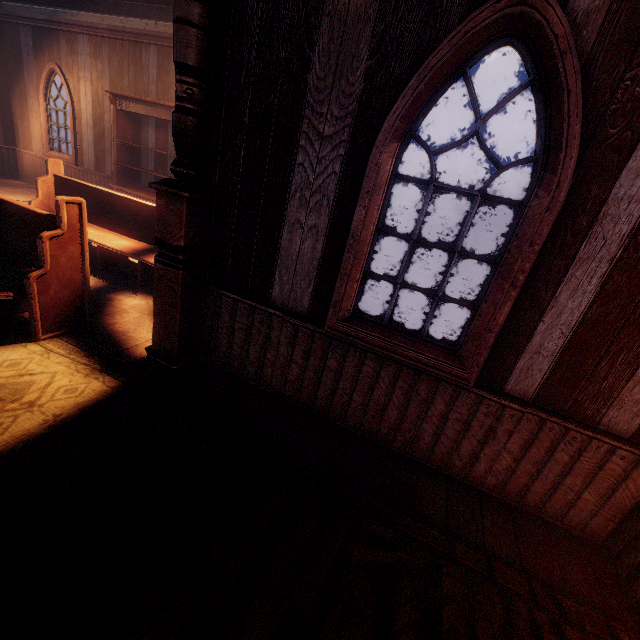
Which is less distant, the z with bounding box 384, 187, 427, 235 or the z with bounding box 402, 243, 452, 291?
the z with bounding box 402, 243, 452, 291

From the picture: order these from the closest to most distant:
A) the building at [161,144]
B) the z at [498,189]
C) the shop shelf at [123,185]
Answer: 1. the shop shelf at [123,185]
2. the building at [161,144]
3. the z at [498,189]

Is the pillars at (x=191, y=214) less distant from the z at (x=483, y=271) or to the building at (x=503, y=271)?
the building at (x=503, y=271)

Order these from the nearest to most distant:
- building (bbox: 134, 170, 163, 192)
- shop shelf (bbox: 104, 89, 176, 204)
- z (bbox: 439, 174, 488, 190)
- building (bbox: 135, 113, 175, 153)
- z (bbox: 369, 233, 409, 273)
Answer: shop shelf (bbox: 104, 89, 176, 204)
building (bbox: 135, 113, 175, 153)
building (bbox: 134, 170, 163, 192)
z (bbox: 369, 233, 409, 273)
z (bbox: 439, 174, 488, 190)

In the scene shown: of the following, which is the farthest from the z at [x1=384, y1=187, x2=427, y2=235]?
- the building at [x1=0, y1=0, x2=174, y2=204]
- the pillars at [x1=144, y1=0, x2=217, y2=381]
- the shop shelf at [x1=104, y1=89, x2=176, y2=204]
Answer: the shop shelf at [x1=104, y1=89, x2=176, y2=204]

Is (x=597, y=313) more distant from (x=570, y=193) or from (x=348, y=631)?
(x=348, y=631)
